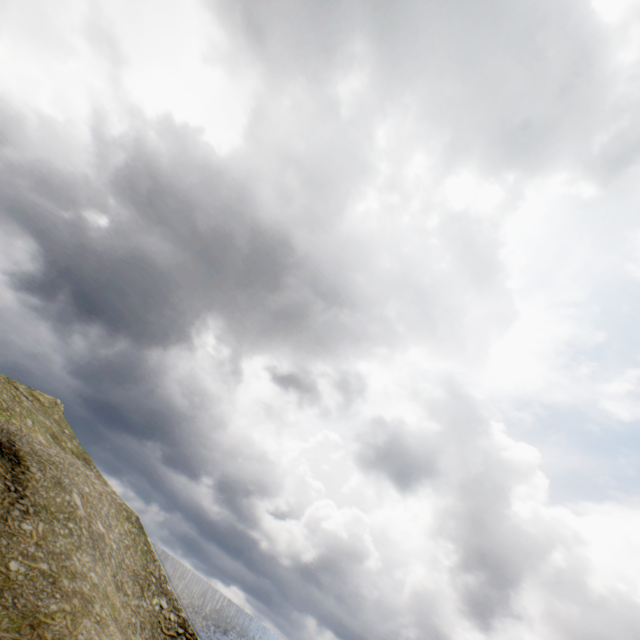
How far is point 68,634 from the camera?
17.86m
